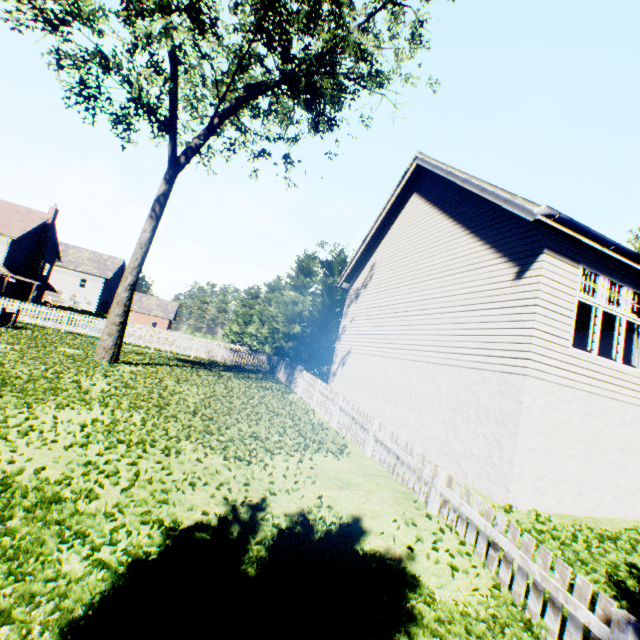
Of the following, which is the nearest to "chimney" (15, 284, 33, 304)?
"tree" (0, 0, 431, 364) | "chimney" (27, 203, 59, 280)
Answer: "chimney" (27, 203, 59, 280)

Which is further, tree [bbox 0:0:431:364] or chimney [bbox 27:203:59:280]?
chimney [bbox 27:203:59:280]

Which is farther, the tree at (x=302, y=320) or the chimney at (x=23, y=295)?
the chimney at (x=23, y=295)

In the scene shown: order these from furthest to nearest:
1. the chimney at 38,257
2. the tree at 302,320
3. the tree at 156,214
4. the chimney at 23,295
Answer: the chimney at 38,257 → the chimney at 23,295 → the tree at 302,320 → the tree at 156,214

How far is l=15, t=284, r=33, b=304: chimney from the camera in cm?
3488

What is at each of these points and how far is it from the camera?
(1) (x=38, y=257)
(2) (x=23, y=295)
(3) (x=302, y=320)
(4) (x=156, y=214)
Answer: (1) chimney, 36.0 meters
(2) chimney, 35.0 meters
(3) tree, 35.6 meters
(4) tree, 13.2 meters

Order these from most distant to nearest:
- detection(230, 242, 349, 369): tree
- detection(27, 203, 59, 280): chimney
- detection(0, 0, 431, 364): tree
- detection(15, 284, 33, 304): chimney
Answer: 1. detection(27, 203, 59, 280): chimney
2. detection(15, 284, 33, 304): chimney
3. detection(230, 242, 349, 369): tree
4. detection(0, 0, 431, 364): tree
